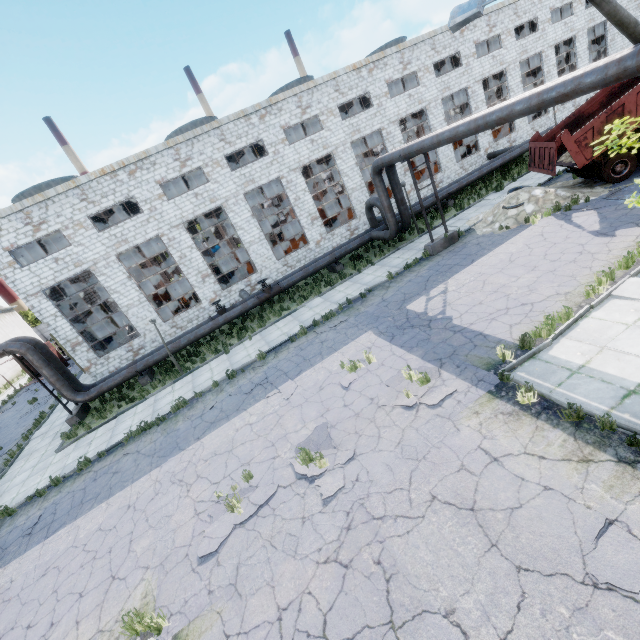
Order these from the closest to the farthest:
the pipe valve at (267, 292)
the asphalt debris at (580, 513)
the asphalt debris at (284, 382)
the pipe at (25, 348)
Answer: the asphalt debris at (580, 513), the asphalt debris at (284, 382), the pipe at (25, 348), the pipe valve at (267, 292)

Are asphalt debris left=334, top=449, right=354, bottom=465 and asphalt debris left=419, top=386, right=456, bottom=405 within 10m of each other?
yes

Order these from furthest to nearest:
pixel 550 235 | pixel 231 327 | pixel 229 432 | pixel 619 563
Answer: pixel 231 327, pixel 550 235, pixel 229 432, pixel 619 563

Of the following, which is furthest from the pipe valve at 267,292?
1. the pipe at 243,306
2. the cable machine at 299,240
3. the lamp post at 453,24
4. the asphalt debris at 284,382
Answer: the lamp post at 453,24

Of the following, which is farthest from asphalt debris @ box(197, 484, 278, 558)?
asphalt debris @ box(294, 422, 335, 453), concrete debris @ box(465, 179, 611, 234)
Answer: concrete debris @ box(465, 179, 611, 234)

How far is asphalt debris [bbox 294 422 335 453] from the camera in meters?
8.3 m

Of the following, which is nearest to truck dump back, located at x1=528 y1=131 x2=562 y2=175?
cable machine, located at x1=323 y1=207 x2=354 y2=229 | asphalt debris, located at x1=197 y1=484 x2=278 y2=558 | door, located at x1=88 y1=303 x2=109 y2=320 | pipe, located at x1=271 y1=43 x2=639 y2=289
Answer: pipe, located at x1=271 y1=43 x2=639 y2=289

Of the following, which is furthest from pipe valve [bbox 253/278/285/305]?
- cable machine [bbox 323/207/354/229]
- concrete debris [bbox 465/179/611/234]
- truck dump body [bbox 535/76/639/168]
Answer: truck dump body [bbox 535/76/639/168]
